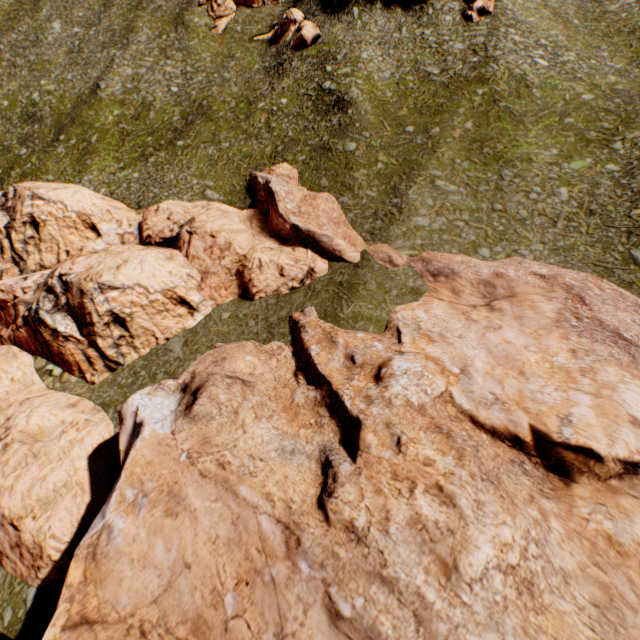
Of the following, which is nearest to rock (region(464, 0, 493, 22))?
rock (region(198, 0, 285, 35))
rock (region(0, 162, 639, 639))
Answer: rock (region(198, 0, 285, 35))

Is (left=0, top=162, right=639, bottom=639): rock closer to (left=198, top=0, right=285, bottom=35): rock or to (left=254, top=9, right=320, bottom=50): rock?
(left=254, top=9, right=320, bottom=50): rock

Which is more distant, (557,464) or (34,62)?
(34,62)

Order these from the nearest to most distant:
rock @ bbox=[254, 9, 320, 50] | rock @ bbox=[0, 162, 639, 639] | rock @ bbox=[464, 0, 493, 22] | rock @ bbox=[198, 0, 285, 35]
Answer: rock @ bbox=[0, 162, 639, 639] → rock @ bbox=[464, 0, 493, 22] → rock @ bbox=[254, 9, 320, 50] → rock @ bbox=[198, 0, 285, 35]

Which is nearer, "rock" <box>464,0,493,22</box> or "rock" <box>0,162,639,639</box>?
"rock" <box>0,162,639,639</box>

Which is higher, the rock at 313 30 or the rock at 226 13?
the rock at 226 13

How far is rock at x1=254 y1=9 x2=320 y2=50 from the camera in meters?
44.1

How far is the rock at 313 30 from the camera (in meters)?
44.09
